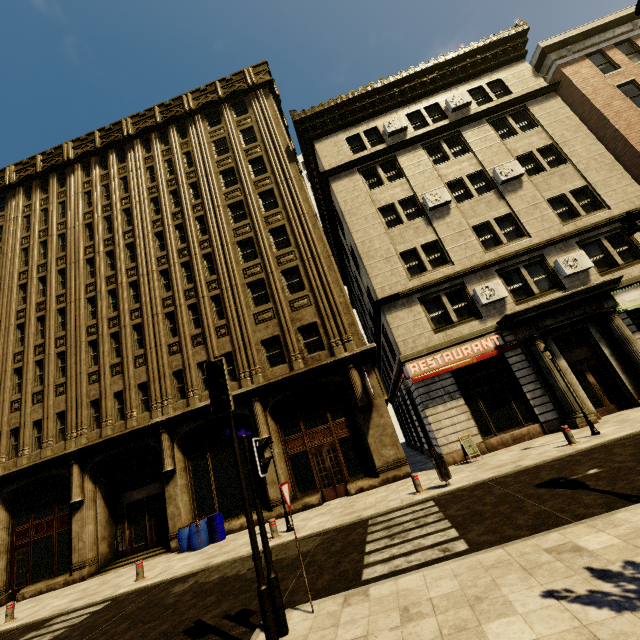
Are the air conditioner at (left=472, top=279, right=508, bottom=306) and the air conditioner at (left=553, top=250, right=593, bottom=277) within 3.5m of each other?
yes

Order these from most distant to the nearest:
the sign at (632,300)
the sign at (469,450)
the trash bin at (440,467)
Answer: the sign at (632,300) → the sign at (469,450) → the trash bin at (440,467)

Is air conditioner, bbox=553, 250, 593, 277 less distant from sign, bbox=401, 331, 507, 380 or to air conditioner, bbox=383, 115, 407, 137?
sign, bbox=401, 331, 507, 380

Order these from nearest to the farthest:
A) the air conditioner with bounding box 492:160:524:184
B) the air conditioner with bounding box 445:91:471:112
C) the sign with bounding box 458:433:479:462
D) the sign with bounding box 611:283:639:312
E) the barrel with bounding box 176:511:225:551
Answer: the sign with bounding box 458:433:479:462, the barrel with bounding box 176:511:225:551, the sign with bounding box 611:283:639:312, the air conditioner with bounding box 492:160:524:184, the air conditioner with bounding box 445:91:471:112

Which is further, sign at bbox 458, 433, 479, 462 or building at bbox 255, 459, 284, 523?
building at bbox 255, 459, 284, 523

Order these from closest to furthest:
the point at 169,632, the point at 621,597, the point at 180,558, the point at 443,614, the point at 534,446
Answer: the point at 621,597, the point at 443,614, the point at 169,632, the point at 534,446, the point at 180,558

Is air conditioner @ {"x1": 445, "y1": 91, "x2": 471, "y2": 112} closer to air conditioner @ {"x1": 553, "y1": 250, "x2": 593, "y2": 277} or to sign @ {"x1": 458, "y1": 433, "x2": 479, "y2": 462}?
air conditioner @ {"x1": 553, "y1": 250, "x2": 593, "y2": 277}

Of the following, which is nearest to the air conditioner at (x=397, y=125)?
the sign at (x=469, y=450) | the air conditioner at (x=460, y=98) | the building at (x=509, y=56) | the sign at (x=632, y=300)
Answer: the building at (x=509, y=56)
